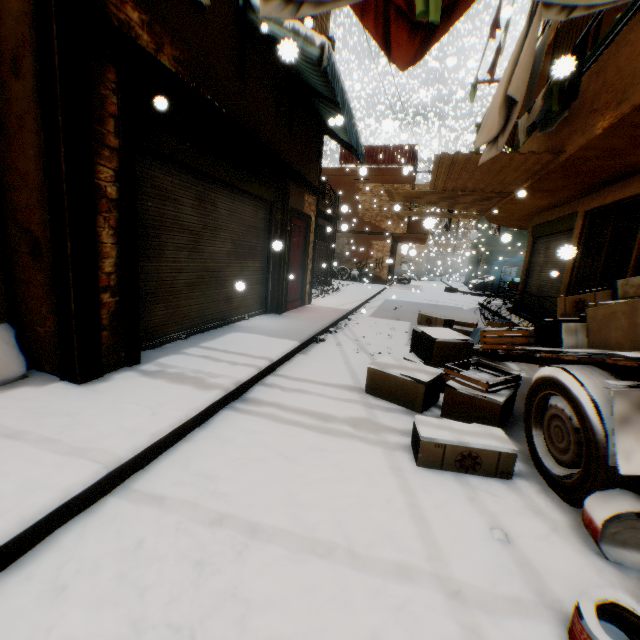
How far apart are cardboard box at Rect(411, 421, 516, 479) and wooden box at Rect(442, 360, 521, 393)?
0.5m

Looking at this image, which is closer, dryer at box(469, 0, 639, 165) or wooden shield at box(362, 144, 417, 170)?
dryer at box(469, 0, 639, 165)

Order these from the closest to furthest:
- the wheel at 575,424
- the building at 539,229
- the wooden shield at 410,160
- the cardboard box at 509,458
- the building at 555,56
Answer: the wheel at 575,424 → the cardboard box at 509,458 → the building at 539,229 → the building at 555,56 → the wooden shield at 410,160

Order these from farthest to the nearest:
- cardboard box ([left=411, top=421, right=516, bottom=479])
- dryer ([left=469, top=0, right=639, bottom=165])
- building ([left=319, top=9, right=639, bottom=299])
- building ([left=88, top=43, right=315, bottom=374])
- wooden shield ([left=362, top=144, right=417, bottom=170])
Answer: wooden shield ([left=362, top=144, right=417, bottom=170]) < building ([left=319, top=9, right=639, bottom=299]) < dryer ([left=469, top=0, right=639, bottom=165]) < building ([left=88, top=43, right=315, bottom=374]) < cardboard box ([left=411, top=421, right=516, bottom=479])

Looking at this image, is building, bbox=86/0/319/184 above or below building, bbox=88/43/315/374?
above

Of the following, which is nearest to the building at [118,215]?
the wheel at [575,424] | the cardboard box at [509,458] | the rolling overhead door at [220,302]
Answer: the rolling overhead door at [220,302]

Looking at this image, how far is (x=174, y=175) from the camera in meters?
4.3

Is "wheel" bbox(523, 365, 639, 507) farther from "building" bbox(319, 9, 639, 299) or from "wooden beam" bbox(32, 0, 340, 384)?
"wooden beam" bbox(32, 0, 340, 384)
